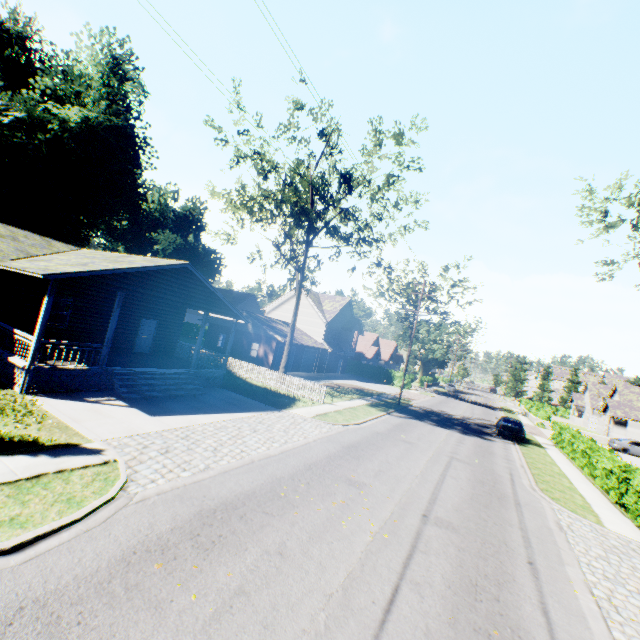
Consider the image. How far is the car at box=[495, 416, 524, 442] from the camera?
24.71m

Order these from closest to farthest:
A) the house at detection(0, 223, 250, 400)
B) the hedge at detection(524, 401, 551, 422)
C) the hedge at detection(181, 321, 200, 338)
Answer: the house at detection(0, 223, 250, 400) < the hedge at detection(524, 401, 551, 422) < the hedge at detection(181, 321, 200, 338)

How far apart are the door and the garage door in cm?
1993

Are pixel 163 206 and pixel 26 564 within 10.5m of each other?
no

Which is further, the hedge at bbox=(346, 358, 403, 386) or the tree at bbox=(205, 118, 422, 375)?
the hedge at bbox=(346, 358, 403, 386)

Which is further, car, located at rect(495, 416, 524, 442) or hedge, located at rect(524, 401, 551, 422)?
hedge, located at rect(524, 401, 551, 422)

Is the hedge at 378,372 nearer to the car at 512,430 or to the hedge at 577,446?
the car at 512,430

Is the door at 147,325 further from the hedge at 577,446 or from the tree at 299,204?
the hedge at 577,446
